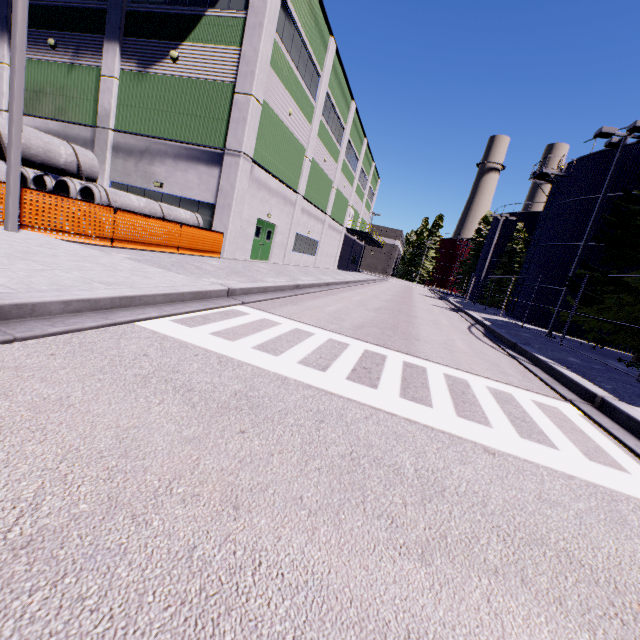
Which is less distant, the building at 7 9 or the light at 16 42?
the light at 16 42

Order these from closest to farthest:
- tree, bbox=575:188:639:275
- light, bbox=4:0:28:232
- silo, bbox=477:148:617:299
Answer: light, bbox=4:0:28:232
tree, bbox=575:188:639:275
silo, bbox=477:148:617:299

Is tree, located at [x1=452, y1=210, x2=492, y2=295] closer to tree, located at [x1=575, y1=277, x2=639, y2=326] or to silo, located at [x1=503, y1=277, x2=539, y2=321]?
silo, located at [x1=503, y1=277, x2=539, y2=321]

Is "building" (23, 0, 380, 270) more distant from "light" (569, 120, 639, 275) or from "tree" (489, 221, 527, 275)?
"tree" (489, 221, 527, 275)

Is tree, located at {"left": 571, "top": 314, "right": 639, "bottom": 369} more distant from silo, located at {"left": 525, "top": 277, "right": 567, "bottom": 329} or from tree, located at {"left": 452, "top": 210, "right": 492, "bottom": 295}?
tree, located at {"left": 452, "top": 210, "right": 492, "bottom": 295}

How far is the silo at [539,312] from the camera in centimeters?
2227cm

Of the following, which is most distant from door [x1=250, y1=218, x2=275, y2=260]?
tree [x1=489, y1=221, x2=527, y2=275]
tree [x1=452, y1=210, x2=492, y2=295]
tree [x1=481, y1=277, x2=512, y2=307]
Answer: tree [x1=452, y1=210, x2=492, y2=295]

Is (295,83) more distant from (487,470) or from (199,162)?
(487,470)
